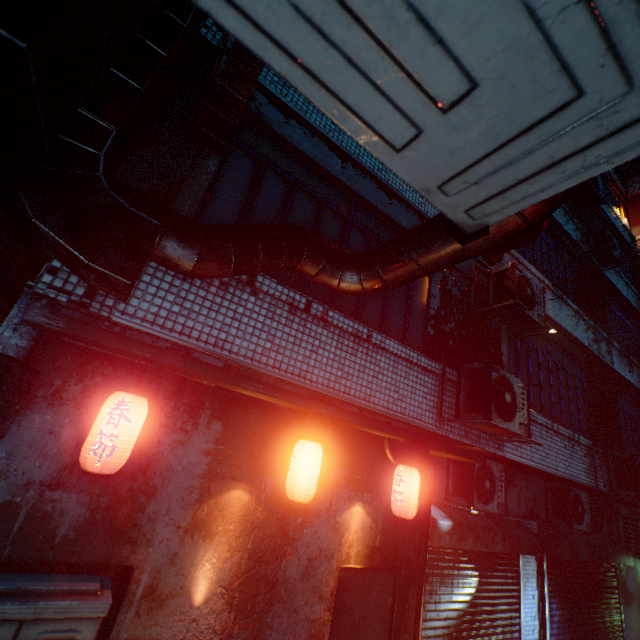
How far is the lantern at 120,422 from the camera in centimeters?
190cm

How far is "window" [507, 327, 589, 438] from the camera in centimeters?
568cm

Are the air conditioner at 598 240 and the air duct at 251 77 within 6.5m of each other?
no

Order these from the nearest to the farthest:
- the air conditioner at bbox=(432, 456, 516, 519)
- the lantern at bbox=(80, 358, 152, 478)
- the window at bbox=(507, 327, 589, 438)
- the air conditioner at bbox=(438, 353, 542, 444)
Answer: the lantern at bbox=(80, 358, 152, 478)
the air conditioner at bbox=(438, 353, 542, 444)
the air conditioner at bbox=(432, 456, 516, 519)
the window at bbox=(507, 327, 589, 438)

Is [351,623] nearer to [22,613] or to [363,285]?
[22,613]

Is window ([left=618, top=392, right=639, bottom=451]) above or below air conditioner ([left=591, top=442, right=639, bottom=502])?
above

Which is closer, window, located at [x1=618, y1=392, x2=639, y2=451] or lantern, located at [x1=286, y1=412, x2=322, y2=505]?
lantern, located at [x1=286, y1=412, x2=322, y2=505]

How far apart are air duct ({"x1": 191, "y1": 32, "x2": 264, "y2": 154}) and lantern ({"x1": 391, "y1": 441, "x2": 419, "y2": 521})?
3.6m
